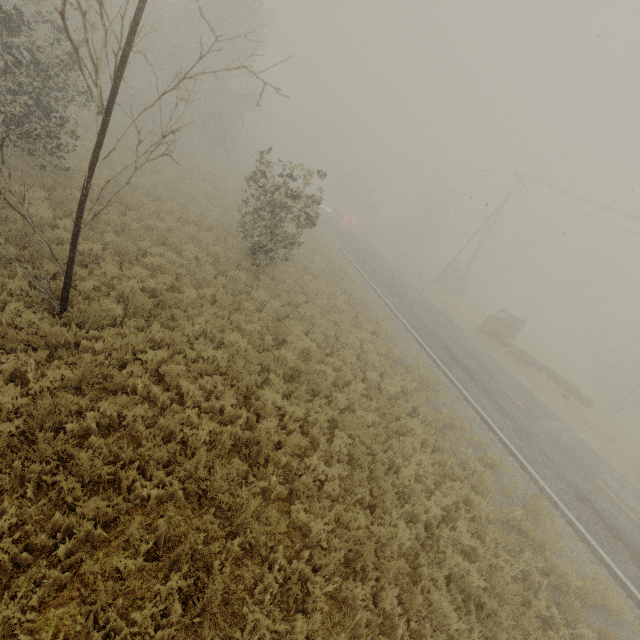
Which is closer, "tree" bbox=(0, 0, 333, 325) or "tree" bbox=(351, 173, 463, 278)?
"tree" bbox=(0, 0, 333, 325)

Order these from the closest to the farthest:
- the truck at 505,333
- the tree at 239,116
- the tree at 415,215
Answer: the tree at 239,116, the truck at 505,333, the tree at 415,215

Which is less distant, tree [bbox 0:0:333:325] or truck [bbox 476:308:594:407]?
tree [bbox 0:0:333:325]

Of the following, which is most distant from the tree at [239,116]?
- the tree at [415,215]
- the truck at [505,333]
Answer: the tree at [415,215]

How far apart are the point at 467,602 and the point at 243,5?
36.19m

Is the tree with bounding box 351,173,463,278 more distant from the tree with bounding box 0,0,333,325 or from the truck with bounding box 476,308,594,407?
the tree with bounding box 0,0,333,325

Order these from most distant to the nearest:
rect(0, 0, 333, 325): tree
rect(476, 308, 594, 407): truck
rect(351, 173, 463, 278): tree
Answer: rect(351, 173, 463, 278): tree → rect(476, 308, 594, 407): truck → rect(0, 0, 333, 325): tree
